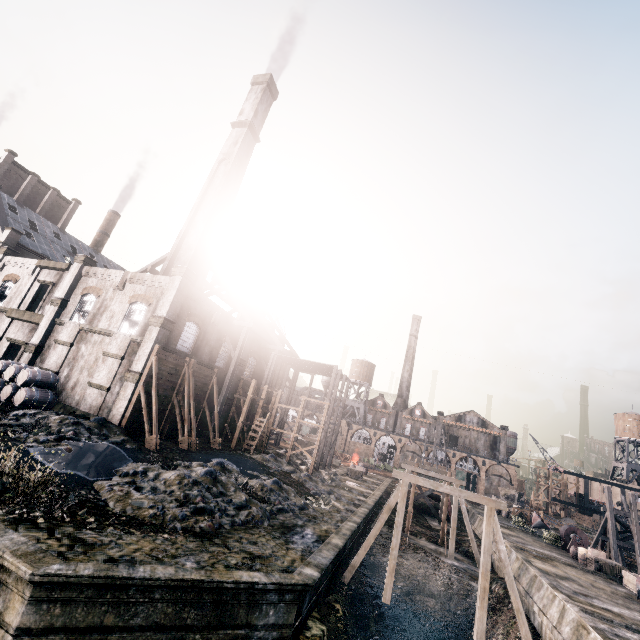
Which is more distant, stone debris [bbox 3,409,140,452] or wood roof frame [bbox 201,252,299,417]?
wood roof frame [bbox 201,252,299,417]

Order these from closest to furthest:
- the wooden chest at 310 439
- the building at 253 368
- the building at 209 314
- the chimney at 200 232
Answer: the building at 209 314 → the chimney at 200 232 → the building at 253 368 → the wooden chest at 310 439

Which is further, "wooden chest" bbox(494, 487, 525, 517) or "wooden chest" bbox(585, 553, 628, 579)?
"wooden chest" bbox(494, 487, 525, 517)

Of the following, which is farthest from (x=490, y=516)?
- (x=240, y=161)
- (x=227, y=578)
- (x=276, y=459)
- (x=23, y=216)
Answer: (x=23, y=216)

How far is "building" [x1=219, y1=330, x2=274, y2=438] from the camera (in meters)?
35.03

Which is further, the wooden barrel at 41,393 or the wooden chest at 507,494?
the wooden chest at 507,494

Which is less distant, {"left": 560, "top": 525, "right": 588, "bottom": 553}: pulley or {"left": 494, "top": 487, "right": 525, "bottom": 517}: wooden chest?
{"left": 560, "top": 525, "right": 588, "bottom": 553}: pulley

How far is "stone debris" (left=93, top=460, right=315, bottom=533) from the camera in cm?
1386
